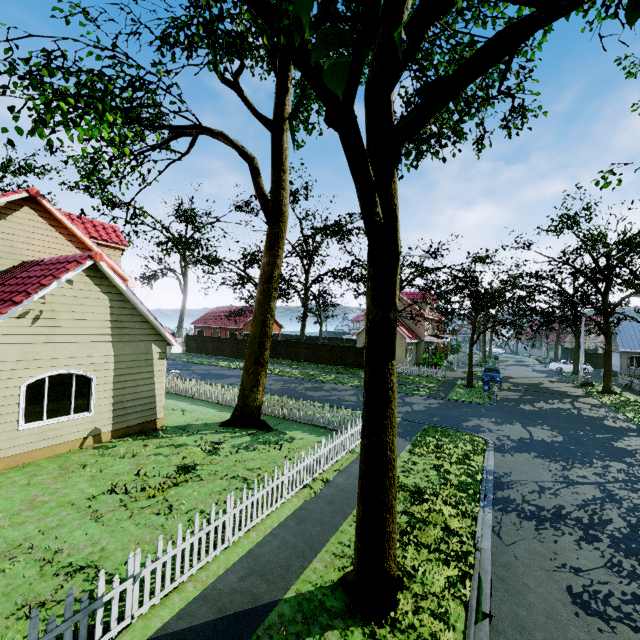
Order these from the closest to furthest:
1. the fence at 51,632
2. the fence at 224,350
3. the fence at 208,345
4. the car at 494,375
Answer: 1. the fence at 51,632
2. the car at 494,375
3. the fence at 224,350
4. the fence at 208,345

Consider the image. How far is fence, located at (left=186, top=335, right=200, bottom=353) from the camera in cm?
4216

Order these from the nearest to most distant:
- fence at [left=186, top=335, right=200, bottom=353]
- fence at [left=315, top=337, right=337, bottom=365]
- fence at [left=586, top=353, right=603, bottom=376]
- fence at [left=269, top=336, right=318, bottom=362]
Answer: fence at [left=315, top=337, right=337, bottom=365] → fence at [left=269, top=336, right=318, bottom=362] → fence at [left=186, top=335, right=200, bottom=353] → fence at [left=586, top=353, right=603, bottom=376]

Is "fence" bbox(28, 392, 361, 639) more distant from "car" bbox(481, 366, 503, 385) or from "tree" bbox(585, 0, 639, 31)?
"car" bbox(481, 366, 503, 385)

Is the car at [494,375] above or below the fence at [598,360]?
below

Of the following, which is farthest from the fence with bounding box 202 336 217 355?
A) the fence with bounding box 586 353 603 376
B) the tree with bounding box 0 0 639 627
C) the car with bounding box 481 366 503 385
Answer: the car with bounding box 481 366 503 385

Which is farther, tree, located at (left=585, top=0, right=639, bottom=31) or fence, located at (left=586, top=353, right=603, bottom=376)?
fence, located at (left=586, top=353, right=603, bottom=376)

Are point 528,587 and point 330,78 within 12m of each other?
yes
